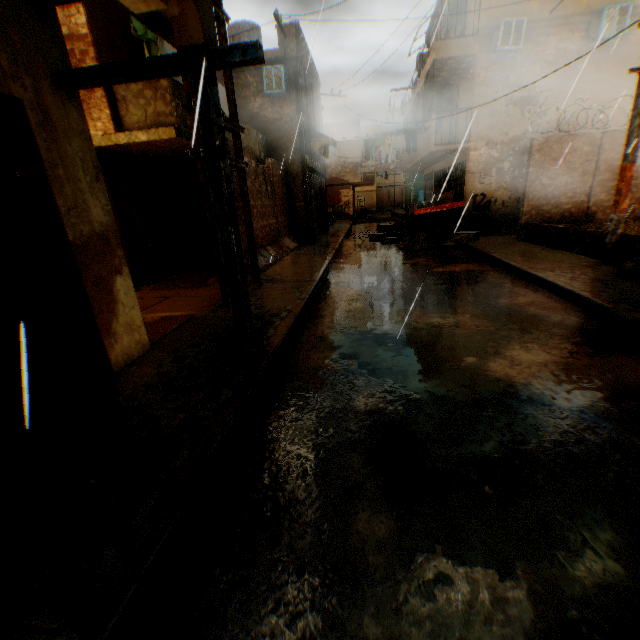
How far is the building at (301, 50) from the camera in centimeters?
1198cm

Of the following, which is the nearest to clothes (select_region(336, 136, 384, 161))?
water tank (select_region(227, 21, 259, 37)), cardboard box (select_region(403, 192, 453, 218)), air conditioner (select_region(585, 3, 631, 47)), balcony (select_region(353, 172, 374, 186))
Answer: cardboard box (select_region(403, 192, 453, 218))

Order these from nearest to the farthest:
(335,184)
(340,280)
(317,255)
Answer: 1. (340,280)
2. (317,255)
3. (335,184)

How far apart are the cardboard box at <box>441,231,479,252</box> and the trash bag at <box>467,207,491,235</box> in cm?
25

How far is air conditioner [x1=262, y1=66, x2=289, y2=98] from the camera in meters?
11.8 m

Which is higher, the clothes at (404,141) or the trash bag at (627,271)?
the clothes at (404,141)

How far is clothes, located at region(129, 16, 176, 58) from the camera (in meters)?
6.89

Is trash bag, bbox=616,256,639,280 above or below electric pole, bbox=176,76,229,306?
below
